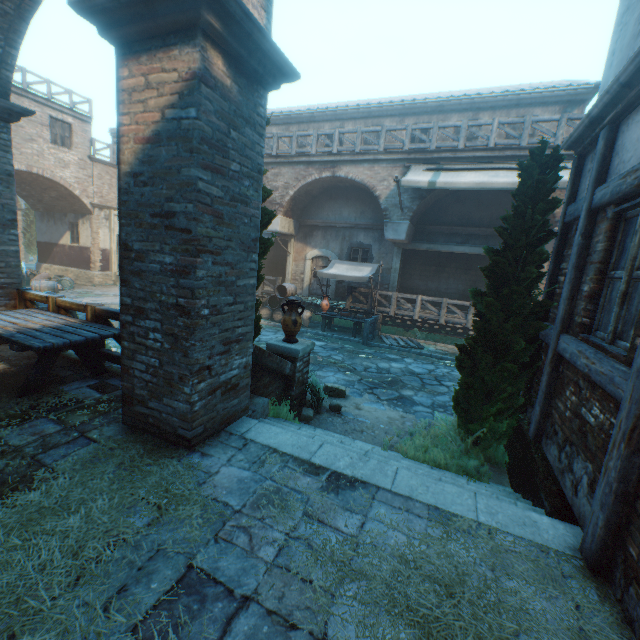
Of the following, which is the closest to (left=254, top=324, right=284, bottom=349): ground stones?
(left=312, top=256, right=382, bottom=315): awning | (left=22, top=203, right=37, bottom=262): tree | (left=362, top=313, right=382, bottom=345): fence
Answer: (left=362, top=313, right=382, bottom=345): fence

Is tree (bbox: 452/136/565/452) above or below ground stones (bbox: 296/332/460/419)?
above

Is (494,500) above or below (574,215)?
below

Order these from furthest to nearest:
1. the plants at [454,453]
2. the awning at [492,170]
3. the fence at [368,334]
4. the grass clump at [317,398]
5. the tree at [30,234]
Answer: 1. the tree at [30,234]
2. the fence at [368,334]
3. the awning at [492,170]
4. the grass clump at [317,398]
5. the plants at [454,453]

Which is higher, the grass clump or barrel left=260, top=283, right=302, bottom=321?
barrel left=260, top=283, right=302, bottom=321

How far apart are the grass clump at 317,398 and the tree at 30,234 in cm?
3611

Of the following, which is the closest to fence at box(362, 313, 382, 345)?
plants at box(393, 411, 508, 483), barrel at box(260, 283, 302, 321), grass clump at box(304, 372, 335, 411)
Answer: barrel at box(260, 283, 302, 321)

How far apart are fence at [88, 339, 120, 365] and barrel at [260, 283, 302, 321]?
9.1m
